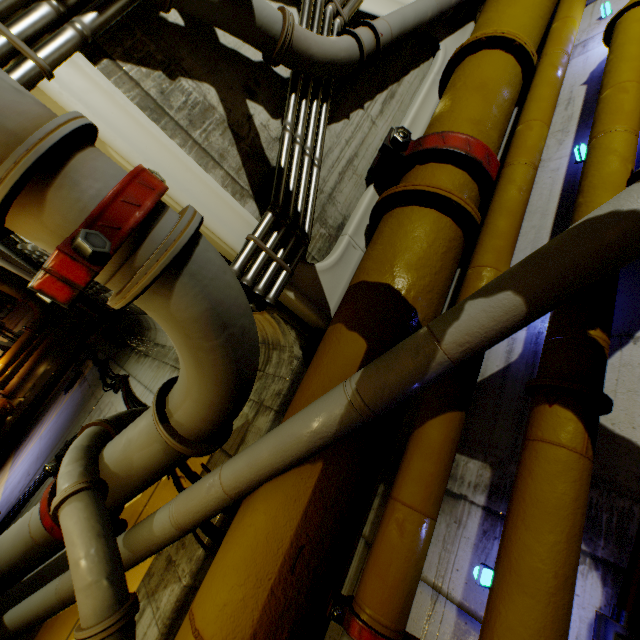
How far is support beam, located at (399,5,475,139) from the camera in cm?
353

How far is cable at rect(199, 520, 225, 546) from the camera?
2.1m

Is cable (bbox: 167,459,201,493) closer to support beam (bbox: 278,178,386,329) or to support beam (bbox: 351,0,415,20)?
support beam (bbox: 278,178,386,329)

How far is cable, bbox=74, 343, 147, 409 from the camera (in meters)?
4.99

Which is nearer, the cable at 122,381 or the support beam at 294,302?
the support beam at 294,302

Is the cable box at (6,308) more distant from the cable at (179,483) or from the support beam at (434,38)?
the support beam at (434,38)

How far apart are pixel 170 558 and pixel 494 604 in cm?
233

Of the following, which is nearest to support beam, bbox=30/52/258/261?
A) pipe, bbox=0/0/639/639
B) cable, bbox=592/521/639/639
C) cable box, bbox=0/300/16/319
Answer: pipe, bbox=0/0/639/639
